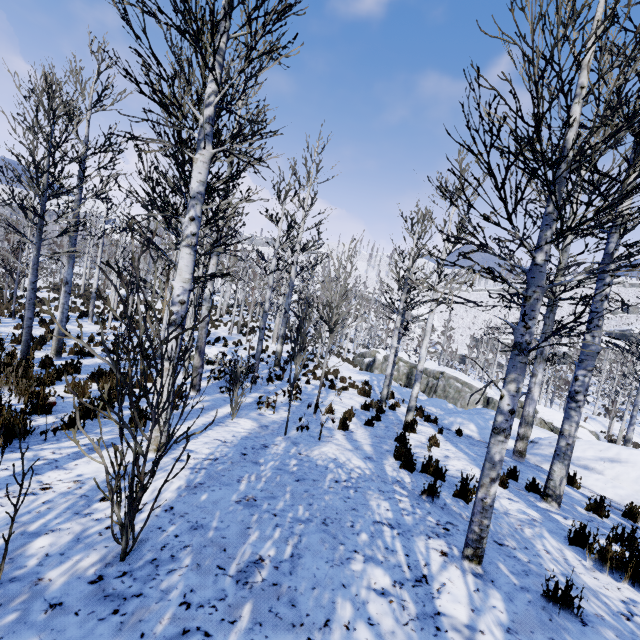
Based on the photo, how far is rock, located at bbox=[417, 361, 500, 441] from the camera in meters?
12.2 m

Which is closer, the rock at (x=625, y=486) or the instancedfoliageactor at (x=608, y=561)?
the instancedfoliageactor at (x=608, y=561)

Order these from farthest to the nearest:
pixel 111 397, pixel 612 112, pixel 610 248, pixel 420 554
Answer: pixel 111 397, pixel 610 248, pixel 420 554, pixel 612 112

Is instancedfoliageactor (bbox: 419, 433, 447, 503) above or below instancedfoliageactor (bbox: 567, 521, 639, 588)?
below

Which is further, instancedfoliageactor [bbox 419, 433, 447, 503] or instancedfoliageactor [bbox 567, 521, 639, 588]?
instancedfoliageactor [bbox 419, 433, 447, 503]

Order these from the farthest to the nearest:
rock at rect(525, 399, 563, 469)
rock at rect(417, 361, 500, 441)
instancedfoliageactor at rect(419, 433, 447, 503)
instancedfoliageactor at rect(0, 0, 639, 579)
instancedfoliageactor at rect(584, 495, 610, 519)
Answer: rock at rect(417, 361, 500, 441) → rock at rect(525, 399, 563, 469) → instancedfoliageactor at rect(584, 495, 610, 519) → instancedfoliageactor at rect(419, 433, 447, 503) → instancedfoliageactor at rect(0, 0, 639, 579)

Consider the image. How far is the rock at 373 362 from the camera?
20.1 meters
